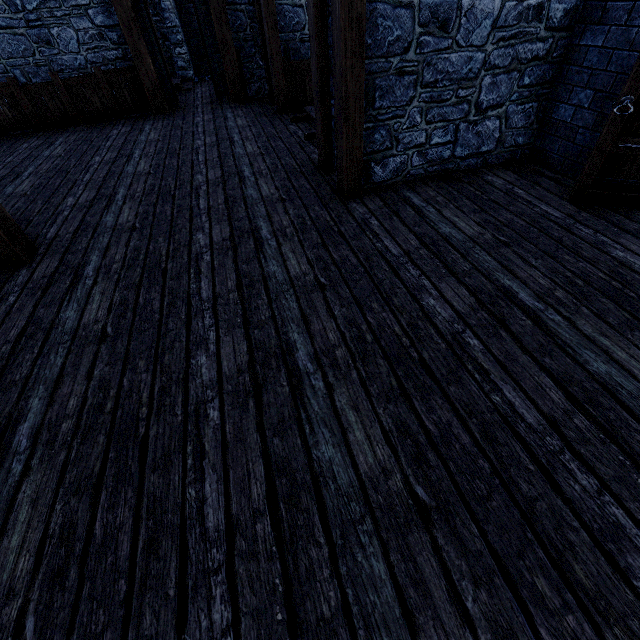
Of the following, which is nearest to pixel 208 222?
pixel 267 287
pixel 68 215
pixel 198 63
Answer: pixel 267 287

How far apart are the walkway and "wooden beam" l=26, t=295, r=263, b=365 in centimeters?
428cm

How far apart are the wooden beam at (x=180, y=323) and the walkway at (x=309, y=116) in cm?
428

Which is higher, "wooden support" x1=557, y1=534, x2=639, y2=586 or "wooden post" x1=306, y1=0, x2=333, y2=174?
"wooden post" x1=306, y1=0, x2=333, y2=174

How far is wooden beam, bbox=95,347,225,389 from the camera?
2.5m

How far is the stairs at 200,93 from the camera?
9.7 meters

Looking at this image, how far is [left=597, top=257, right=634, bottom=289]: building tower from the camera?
2.8m

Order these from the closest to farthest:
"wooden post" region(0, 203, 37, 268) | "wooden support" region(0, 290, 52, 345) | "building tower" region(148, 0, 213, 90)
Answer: "wooden support" region(0, 290, 52, 345), "wooden post" region(0, 203, 37, 268), "building tower" region(148, 0, 213, 90)
